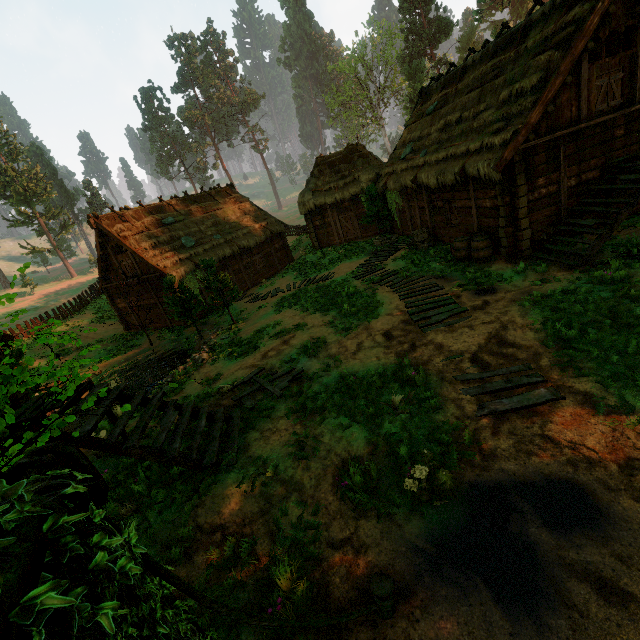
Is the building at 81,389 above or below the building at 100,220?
above

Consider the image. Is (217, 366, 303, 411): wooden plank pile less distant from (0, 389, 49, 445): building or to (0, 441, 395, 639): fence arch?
(0, 389, 49, 445): building

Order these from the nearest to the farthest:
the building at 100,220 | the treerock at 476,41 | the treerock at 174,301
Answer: the treerock at 174,301 < the building at 100,220 < the treerock at 476,41

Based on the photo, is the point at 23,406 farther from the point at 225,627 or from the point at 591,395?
the point at 591,395

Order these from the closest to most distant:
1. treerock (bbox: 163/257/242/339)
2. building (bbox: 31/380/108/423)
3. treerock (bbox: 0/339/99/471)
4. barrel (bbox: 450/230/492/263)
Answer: treerock (bbox: 0/339/99/471) < building (bbox: 31/380/108/423) < barrel (bbox: 450/230/492/263) < treerock (bbox: 163/257/242/339)

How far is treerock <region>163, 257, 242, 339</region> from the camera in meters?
15.4

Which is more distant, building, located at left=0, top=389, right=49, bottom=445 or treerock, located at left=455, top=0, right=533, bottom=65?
treerock, located at left=455, top=0, right=533, bottom=65

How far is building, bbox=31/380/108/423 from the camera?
5.78m
